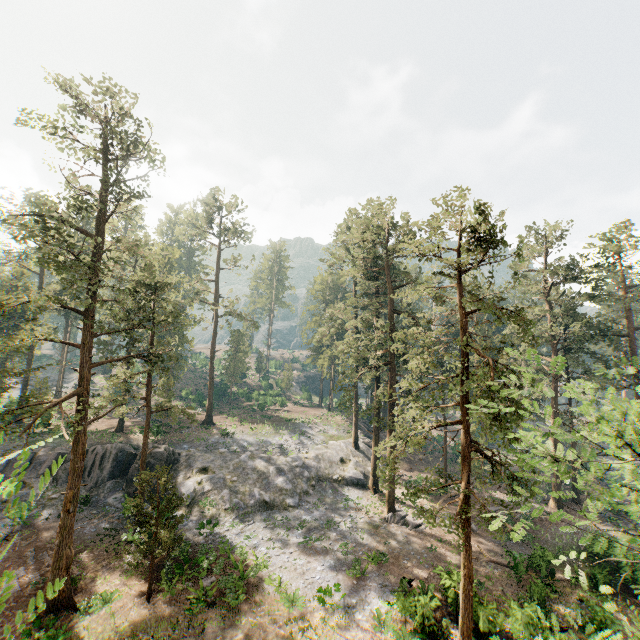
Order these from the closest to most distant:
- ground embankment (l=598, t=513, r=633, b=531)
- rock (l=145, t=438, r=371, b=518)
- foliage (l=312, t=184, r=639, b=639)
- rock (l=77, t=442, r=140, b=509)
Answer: foliage (l=312, t=184, r=639, b=639), rock (l=77, t=442, r=140, b=509), rock (l=145, t=438, r=371, b=518), ground embankment (l=598, t=513, r=633, b=531)

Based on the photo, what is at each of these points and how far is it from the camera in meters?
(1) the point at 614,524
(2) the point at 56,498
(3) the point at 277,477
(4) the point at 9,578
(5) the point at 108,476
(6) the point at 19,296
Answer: (1) ground embankment, 31.9 m
(2) rock, 27.5 m
(3) rock, 32.8 m
(4) foliage, 2.3 m
(5) rock, 30.1 m
(6) foliage, 17.1 m

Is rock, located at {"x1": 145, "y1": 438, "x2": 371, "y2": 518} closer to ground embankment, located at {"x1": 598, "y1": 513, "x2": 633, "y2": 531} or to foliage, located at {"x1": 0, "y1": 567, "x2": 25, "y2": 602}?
foliage, located at {"x1": 0, "y1": 567, "x2": 25, "y2": 602}

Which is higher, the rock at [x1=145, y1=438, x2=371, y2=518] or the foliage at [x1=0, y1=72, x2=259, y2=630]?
the foliage at [x1=0, y1=72, x2=259, y2=630]

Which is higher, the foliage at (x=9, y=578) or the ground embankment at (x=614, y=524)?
the foliage at (x=9, y=578)

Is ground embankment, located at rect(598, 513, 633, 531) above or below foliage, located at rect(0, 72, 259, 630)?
below

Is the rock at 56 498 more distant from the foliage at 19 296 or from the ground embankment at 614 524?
the ground embankment at 614 524
